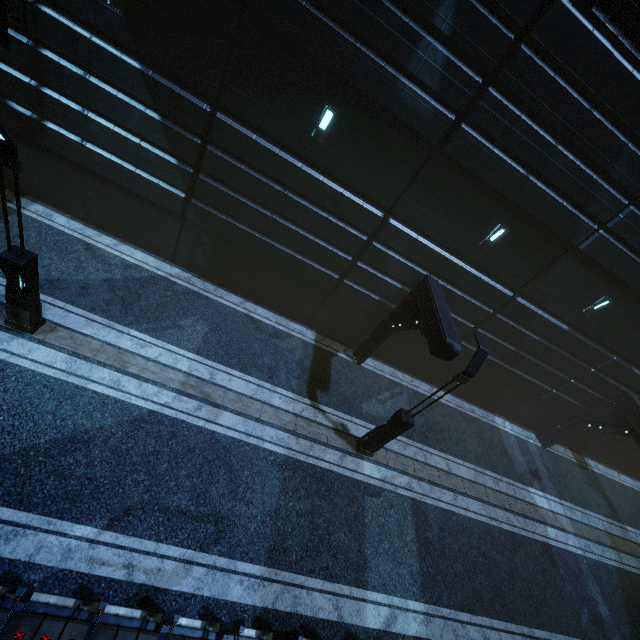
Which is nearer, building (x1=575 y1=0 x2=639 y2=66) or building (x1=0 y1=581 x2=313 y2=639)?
building (x1=0 y1=581 x2=313 y2=639)

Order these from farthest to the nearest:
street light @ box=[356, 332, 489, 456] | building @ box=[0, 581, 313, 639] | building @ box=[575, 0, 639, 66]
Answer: street light @ box=[356, 332, 489, 456]
building @ box=[575, 0, 639, 66]
building @ box=[0, 581, 313, 639]

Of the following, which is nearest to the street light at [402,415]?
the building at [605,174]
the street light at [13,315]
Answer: the building at [605,174]

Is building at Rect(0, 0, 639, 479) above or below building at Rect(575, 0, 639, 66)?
below

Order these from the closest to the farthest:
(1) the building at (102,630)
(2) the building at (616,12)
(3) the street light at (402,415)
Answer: (1) the building at (102,630)
(2) the building at (616,12)
(3) the street light at (402,415)

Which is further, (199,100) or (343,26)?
(199,100)

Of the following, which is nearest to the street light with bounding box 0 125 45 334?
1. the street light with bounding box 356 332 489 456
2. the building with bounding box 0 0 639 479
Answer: the building with bounding box 0 0 639 479
